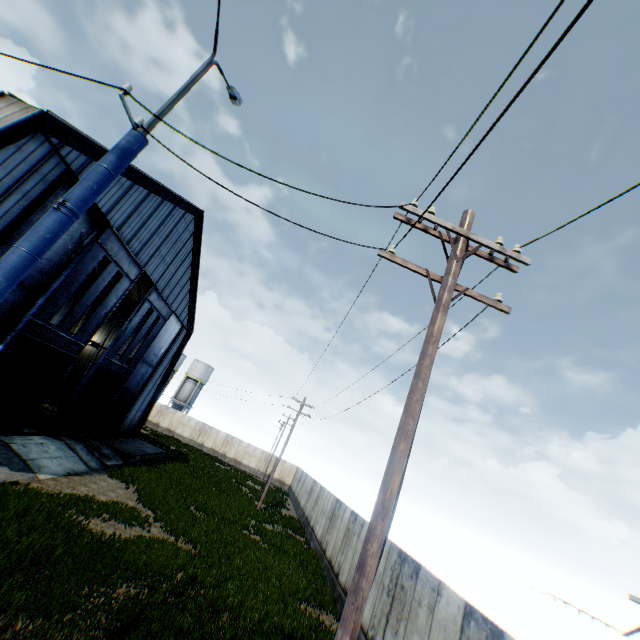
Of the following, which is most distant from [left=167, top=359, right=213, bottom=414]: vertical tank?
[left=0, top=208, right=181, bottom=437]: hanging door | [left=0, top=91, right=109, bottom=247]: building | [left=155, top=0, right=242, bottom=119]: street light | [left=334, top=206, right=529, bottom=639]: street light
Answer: [left=334, top=206, right=529, bottom=639]: street light

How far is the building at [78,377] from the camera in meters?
16.5 m

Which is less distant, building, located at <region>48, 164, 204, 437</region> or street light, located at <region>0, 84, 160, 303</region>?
street light, located at <region>0, 84, 160, 303</region>

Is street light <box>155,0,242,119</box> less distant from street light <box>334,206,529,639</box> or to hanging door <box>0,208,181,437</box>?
street light <box>334,206,529,639</box>

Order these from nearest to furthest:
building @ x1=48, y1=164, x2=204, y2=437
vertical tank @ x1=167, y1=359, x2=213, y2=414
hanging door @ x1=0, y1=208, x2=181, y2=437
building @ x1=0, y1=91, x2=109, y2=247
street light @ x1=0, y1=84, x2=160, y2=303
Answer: street light @ x1=0, y1=84, x2=160, y2=303 → building @ x1=0, y1=91, x2=109, y2=247 → hanging door @ x1=0, y1=208, x2=181, y2=437 → building @ x1=48, y1=164, x2=204, y2=437 → vertical tank @ x1=167, y1=359, x2=213, y2=414

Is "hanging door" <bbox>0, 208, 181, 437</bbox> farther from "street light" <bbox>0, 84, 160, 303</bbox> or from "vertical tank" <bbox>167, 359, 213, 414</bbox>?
"vertical tank" <bbox>167, 359, 213, 414</bbox>

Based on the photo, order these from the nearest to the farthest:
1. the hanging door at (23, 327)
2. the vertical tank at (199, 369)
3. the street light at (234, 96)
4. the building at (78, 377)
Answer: the street light at (234, 96), the hanging door at (23, 327), the building at (78, 377), the vertical tank at (199, 369)

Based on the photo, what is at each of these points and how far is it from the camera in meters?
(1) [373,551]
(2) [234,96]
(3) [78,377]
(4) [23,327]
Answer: (1) street light, 3.6 m
(2) street light, 5.9 m
(3) building, 30.6 m
(4) hanging door, 13.6 m
